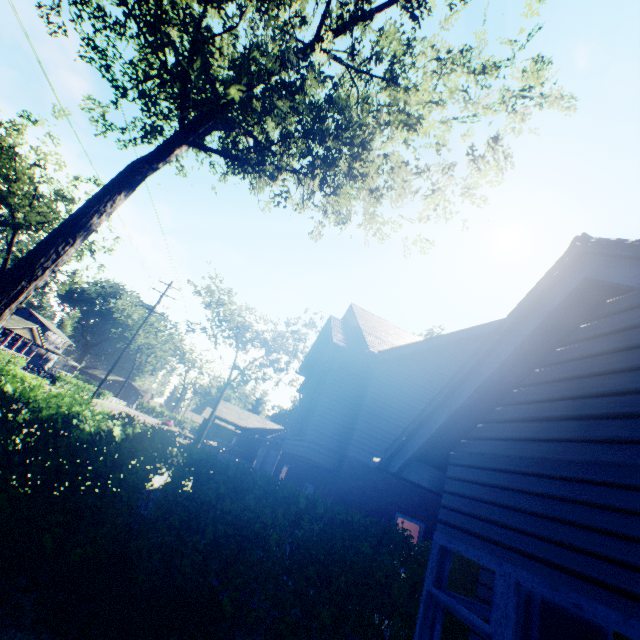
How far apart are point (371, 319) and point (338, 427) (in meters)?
7.00

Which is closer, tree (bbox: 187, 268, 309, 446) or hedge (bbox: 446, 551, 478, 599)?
hedge (bbox: 446, 551, 478, 599)

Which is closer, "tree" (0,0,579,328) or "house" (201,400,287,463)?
"tree" (0,0,579,328)

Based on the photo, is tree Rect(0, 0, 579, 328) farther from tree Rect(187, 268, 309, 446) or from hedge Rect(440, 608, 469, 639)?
tree Rect(187, 268, 309, 446)

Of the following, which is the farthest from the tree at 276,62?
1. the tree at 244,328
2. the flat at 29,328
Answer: the tree at 244,328

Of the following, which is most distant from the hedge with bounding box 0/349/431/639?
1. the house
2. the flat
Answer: the flat

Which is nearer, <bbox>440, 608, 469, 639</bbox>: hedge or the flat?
<bbox>440, 608, 469, 639</bbox>: hedge

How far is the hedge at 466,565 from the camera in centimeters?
648cm
